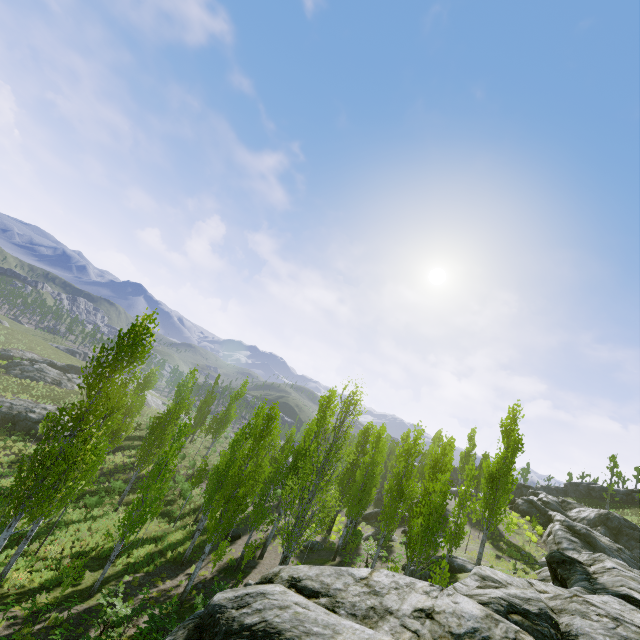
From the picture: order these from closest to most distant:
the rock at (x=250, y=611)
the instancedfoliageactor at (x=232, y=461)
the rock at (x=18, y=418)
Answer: the rock at (x=250, y=611), the instancedfoliageactor at (x=232, y=461), the rock at (x=18, y=418)

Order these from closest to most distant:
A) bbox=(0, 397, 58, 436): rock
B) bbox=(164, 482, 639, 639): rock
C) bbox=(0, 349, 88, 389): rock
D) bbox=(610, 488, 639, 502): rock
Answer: bbox=(164, 482, 639, 639): rock → bbox=(0, 397, 58, 436): rock → bbox=(0, 349, 88, 389): rock → bbox=(610, 488, 639, 502): rock

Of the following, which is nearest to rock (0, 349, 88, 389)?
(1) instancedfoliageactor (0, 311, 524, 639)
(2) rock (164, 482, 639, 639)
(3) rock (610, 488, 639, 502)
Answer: (1) instancedfoliageactor (0, 311, 524, 639)

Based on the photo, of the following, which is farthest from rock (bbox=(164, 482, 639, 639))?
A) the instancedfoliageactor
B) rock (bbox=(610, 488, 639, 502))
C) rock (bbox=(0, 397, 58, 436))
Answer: rock (bbox=(0, 397, 58, 436))

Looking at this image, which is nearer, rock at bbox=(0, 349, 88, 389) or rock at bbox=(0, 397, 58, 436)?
rock at bbox=(0, 397, 58, 436)

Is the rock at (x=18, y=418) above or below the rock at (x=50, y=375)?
below

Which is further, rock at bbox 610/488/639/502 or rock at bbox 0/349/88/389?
rock at bbox 610/488/639/502

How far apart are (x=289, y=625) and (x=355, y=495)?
22.10m
